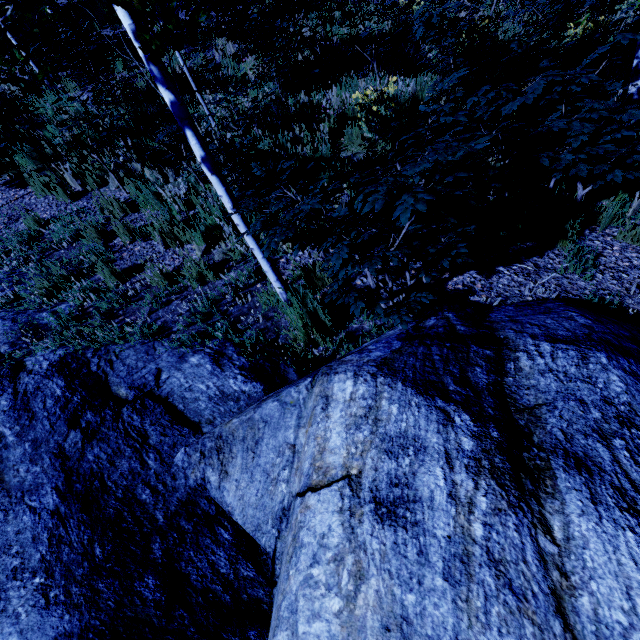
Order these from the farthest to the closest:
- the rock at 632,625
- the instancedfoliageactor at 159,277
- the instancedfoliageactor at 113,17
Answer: the instancedfoliageactor at 159,277, the instancedfoliageactor at 113,17, the rock at 632,625

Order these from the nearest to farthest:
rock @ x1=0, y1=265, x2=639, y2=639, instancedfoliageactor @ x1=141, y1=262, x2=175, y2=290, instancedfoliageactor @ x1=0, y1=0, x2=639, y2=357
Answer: rock @ x1=0, y1=265, x2=639, y2=639 → instancedfoliageactor @ x1=0, y1=0, x2=639, y2=357 → instancedfoliageactor @ x1=141, y1=262, x2=175, y2=290

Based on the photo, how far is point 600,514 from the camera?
1.1 meters

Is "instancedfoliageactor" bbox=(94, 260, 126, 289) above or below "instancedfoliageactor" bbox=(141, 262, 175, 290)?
above

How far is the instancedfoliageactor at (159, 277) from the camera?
3.7 meters

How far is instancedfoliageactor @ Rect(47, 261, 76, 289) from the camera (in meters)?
3.89
